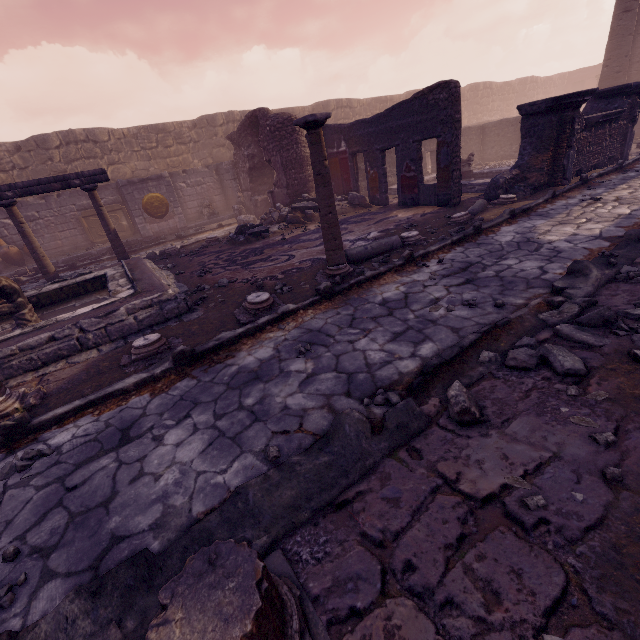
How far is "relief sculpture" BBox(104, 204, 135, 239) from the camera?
14.21m

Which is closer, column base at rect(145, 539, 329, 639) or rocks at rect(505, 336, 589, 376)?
column base at rect(145, 539, 329, 639)

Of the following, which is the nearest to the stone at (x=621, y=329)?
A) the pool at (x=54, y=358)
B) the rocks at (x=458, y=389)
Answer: the rocks at (x=458, y=389)

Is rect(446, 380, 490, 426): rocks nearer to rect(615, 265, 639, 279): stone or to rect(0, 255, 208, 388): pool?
rect(615, 265, 639, 279): stone

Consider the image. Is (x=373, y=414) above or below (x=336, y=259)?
below

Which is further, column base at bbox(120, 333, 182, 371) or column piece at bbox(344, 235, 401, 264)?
column piece at bbox(344, 235, 401, 264)

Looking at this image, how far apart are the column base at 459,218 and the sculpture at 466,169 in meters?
5.8

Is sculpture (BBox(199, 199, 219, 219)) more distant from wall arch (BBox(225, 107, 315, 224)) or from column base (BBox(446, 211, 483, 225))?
column base (BBox(446, 211, 483, 225))
